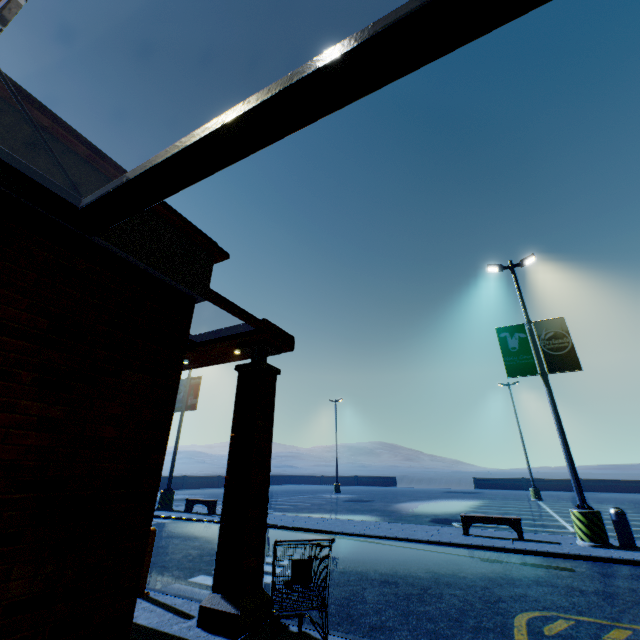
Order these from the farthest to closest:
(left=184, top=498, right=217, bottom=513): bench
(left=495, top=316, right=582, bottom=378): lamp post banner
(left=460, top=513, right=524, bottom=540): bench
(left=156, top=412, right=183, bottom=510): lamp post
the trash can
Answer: (left=156, top=412, right=183, bottom=510): lamp post, (left=184, top=498, right=217, bottom=513): bench, (left=495, top=316, right=582, bottom=378): lamp post banner, (left=460, top=513, right=524, bottom=540): bench, the trash can

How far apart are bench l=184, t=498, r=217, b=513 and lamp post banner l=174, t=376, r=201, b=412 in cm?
452

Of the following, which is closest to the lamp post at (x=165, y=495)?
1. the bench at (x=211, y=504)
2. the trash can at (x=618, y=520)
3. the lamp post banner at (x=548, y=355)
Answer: the bench at (x=211, y=504)

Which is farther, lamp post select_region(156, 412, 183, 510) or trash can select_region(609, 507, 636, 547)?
lamp post select_region(156, 412, 183, 510)

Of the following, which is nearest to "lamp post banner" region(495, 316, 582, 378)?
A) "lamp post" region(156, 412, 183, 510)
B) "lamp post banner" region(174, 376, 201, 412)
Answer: "lamp post banner" region(174, 376, 201, 412)

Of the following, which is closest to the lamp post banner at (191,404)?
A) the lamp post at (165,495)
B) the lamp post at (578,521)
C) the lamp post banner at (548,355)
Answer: the lamp post at (165,495)

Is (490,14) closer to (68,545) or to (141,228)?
(141,228)

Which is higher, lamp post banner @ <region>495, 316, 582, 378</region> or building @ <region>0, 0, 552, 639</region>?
lamp post banner @ <region>495, 316, 582, 378</region>
